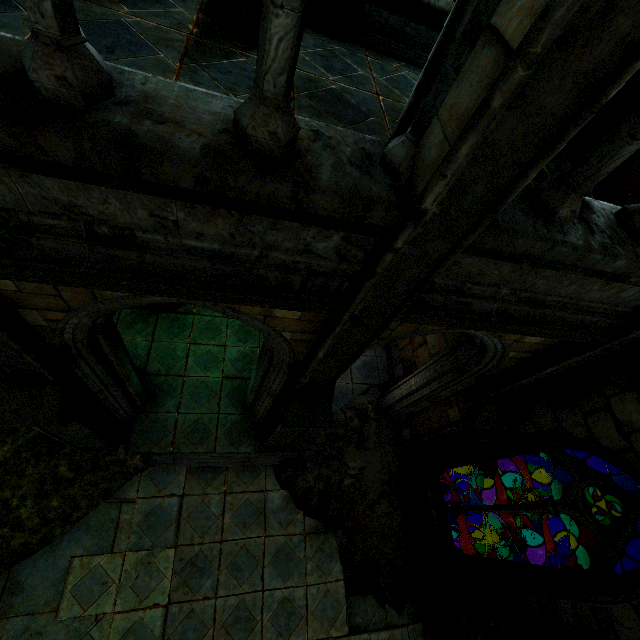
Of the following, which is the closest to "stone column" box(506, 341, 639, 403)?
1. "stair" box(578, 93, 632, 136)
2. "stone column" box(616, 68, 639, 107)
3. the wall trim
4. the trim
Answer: the wall trim

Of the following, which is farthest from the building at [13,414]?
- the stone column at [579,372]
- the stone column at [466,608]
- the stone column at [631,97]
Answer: the stone column at [631,97]

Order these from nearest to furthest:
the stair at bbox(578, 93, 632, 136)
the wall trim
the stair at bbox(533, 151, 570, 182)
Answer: the wall trim
the stair at bbox(533, 151, 570, 182)
the stair at bbox(578, 93, 632, 136)

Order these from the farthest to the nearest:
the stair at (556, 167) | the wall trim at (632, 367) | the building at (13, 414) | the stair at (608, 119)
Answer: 1. the stair at (608, 119)
2. the stair at (556, 167)
3. the wall trim at (632, 367)
4. the building at (13, 414)

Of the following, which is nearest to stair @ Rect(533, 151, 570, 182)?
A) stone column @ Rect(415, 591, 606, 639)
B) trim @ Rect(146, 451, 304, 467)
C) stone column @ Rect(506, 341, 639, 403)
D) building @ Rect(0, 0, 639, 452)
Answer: building @ Rect(0, 0, 639, 452)

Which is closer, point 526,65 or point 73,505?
point 526,65

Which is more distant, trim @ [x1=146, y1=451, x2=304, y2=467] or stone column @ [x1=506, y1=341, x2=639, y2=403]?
trim @ [x1=146, y1=451, x2=304, y2=467]

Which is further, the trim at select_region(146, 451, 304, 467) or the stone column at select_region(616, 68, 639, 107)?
the stone column at select_region(616, 68, 639, 107)
